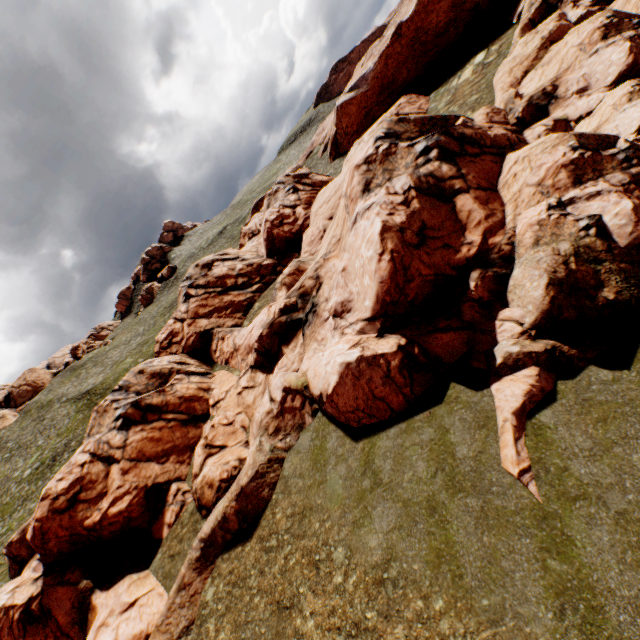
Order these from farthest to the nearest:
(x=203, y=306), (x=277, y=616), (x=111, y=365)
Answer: (x=111, y=365), (x=203, y=306), (x=277, y=616)
